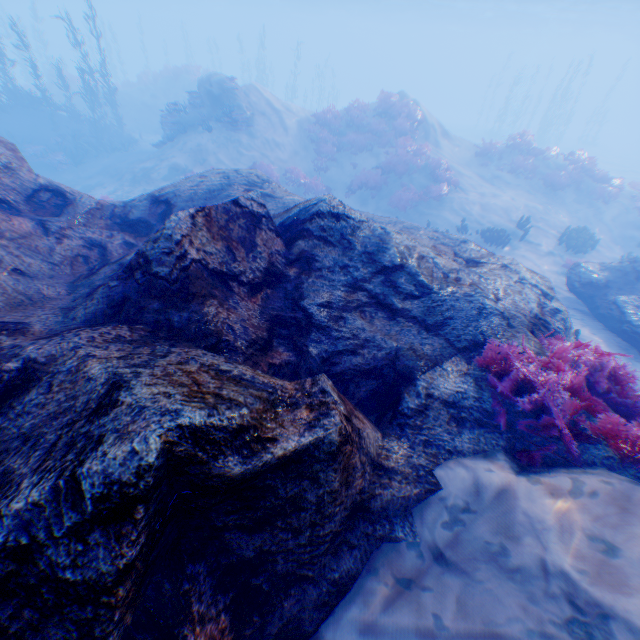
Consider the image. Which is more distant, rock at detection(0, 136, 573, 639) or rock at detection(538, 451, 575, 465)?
rock at detection(538, 451, 575, 465)

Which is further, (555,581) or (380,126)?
(380,126)

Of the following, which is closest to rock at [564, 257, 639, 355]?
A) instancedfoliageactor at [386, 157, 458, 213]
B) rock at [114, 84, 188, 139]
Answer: instancedfoliageactor at [386, 157, 458, 213]

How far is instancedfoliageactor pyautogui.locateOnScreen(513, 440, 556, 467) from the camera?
3.16m

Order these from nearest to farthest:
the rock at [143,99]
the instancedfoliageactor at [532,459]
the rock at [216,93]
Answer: the instancedfoliageactor at [532,459], the rock at [216,93], the rock at [143,99]

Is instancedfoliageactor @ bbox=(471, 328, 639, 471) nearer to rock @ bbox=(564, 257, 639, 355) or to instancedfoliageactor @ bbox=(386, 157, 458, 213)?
rock @ bbox=(564, 257, 639, 355)

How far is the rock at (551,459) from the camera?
3.3m

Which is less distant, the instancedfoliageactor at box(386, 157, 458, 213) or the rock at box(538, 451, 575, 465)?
the rock at box(538, 451, 575, 465)
